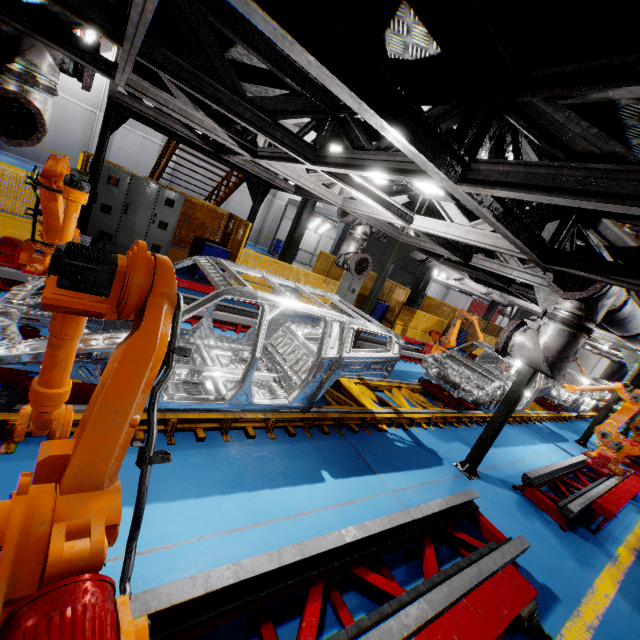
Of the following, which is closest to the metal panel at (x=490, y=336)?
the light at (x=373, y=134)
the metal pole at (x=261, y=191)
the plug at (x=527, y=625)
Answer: the metal pole at (x=261, y=191)

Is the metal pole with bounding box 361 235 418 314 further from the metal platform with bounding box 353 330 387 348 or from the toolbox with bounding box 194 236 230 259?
the toolbox with bounding box 194 236 230 259

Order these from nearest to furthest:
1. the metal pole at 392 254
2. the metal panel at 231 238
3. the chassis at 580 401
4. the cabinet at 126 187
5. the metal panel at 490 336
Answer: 1. the metal pole at 392 254
2. the cabinet at 126 187
3. the chassis at 580 401
4. the metal panel at 231 238
5. the metal panel at 490 336

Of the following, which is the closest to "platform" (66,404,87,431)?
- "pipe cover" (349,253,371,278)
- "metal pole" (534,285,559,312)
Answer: "metal pole" (534,285,559,312)

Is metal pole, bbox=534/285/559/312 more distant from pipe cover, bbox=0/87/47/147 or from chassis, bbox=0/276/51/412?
pipe cover, bbox=0/87/47/147

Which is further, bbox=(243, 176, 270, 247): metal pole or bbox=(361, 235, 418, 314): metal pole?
bbox=(243, 176, 270, 247): metal pole

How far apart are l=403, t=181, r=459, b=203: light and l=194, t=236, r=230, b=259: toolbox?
6.79m

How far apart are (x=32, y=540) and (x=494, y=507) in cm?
578
